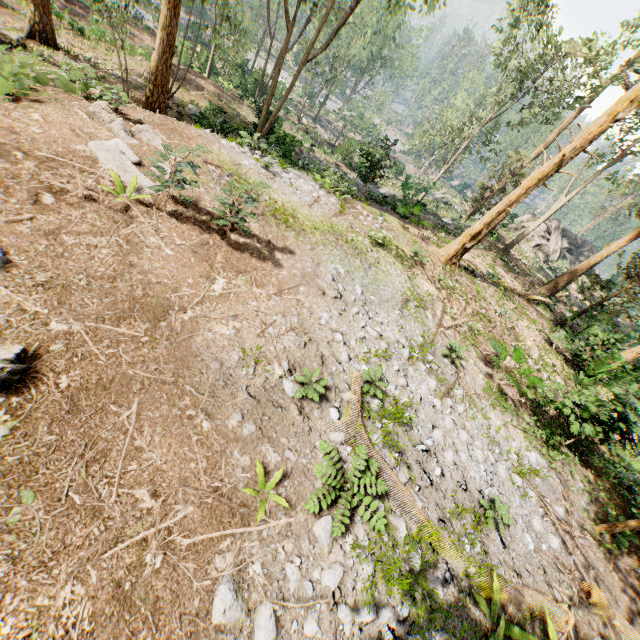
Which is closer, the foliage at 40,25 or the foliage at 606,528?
the foliage at 606,528

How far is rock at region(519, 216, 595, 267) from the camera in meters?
31.8 m

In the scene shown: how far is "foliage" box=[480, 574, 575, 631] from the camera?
6.1m

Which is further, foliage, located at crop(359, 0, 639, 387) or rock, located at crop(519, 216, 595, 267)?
rock, located at crop(519, 216, 595, 267)

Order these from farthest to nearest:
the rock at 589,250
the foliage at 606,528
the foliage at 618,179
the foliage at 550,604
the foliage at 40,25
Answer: the rock at 589,250 < the foliage at 618,179 < the foliage at 40,25 < the foliage at 606,528 < the foliage at 550,604

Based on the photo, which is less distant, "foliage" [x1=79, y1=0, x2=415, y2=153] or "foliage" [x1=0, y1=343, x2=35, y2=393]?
"foliage" [x1=0, y1=343, x2=35, y2=393]

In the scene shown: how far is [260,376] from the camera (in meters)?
6.33
